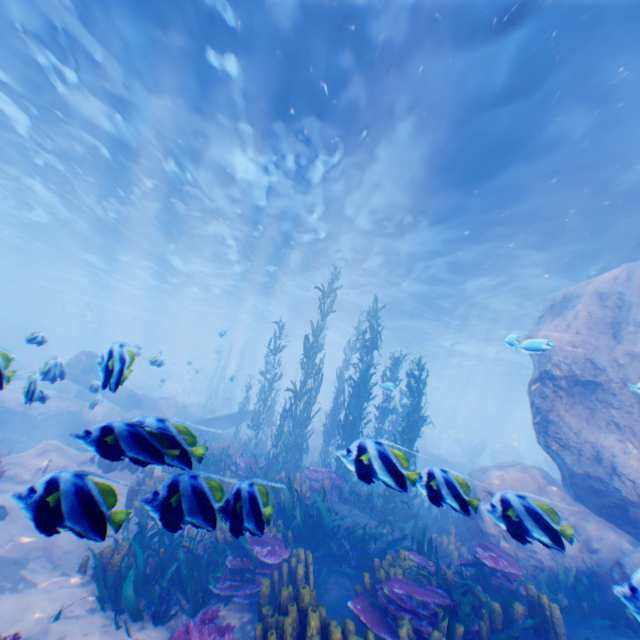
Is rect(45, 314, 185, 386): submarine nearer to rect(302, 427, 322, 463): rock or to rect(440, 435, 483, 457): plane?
rect(302, 427, 322, 463): rock

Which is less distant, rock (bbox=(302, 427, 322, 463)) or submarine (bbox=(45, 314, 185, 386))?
submarine (bbox=(45, 314, 185, 386))

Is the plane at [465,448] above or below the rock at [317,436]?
above

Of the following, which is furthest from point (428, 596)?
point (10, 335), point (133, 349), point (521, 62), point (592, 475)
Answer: point (133, 349)

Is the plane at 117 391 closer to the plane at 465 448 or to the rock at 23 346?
the rock at 23 346

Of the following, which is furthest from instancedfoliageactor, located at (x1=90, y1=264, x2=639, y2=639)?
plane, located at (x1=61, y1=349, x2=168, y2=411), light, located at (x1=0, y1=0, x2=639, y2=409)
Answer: light, located at (x1=0, y1=0, x2=639, y2=409)

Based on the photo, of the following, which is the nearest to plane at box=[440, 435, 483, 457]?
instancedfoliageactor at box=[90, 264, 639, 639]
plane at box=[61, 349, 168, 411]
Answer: instancedfoliageactor at box=[90, 264, 639, 639]

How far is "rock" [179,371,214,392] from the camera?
52.5 meters
